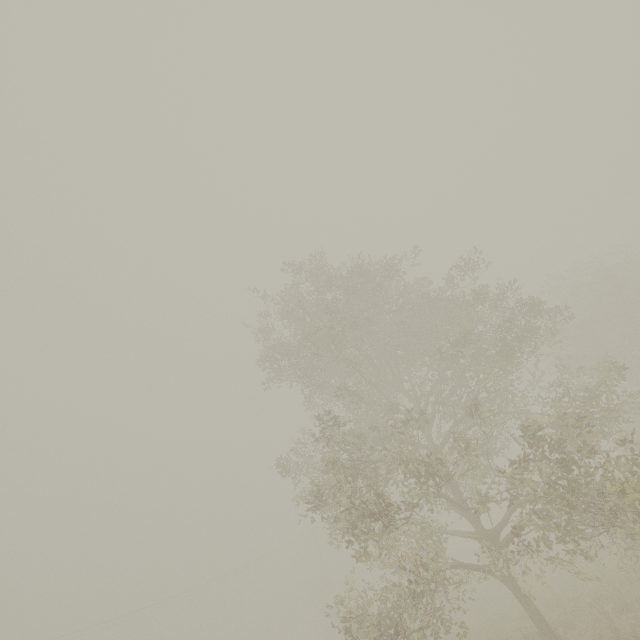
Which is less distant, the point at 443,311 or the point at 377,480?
the point at 377,480
